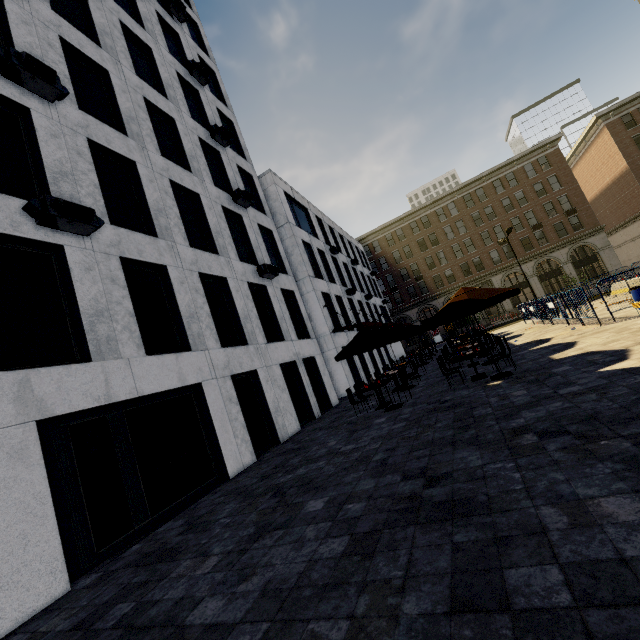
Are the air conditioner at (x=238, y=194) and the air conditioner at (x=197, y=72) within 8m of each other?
yes

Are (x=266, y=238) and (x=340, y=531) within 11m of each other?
no

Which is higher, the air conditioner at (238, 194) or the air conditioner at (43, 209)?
the air conditioner at (238, 194)

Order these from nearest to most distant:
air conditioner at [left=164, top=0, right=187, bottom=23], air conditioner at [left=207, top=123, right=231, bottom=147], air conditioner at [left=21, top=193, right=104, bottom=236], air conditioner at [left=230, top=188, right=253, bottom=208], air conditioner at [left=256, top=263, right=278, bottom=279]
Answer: air conditioner at [left=21, top=193, right=104, bottom=236] < air conditioner at [left=256, top=263, right=278, bottom=279] < air conditioner at [left=230, top=188, right=253, bottom=208] < air conditioner at [left=207, top=123, right=231, bottom=147] < air conditioner at [left=164, top=0, right=187, bottom=23]

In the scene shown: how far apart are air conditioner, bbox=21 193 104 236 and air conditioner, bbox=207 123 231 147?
10.4m

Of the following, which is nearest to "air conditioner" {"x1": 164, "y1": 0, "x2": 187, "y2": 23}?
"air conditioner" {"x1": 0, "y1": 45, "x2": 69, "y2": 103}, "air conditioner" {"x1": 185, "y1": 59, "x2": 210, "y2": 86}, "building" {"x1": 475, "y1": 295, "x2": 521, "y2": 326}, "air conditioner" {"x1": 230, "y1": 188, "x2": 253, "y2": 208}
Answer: "air conditioner" {"x1": 185, "y1": 59, "x2": 210, "y2": 86}

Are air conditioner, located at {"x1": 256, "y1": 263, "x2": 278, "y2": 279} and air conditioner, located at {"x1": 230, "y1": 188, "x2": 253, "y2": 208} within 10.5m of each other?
yes

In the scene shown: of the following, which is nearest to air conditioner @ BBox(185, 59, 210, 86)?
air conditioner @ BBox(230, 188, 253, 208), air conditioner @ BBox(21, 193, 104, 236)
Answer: air conditioner @ BBox(230, 188, 253, 208)
